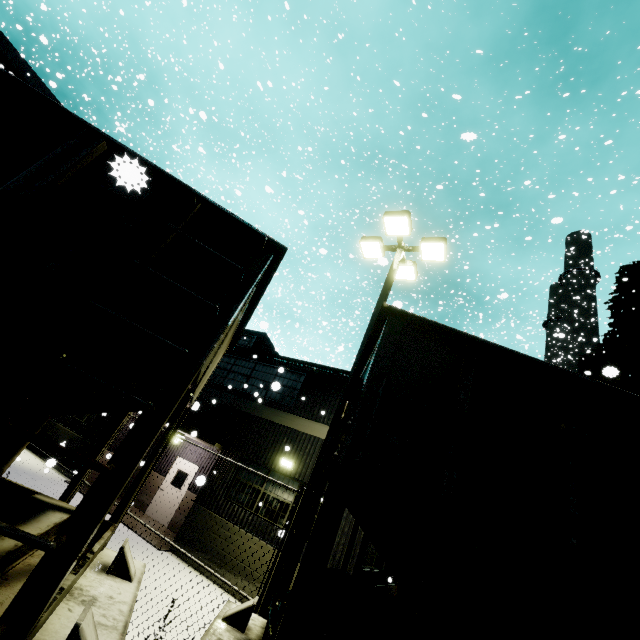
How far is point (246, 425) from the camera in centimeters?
1265cm

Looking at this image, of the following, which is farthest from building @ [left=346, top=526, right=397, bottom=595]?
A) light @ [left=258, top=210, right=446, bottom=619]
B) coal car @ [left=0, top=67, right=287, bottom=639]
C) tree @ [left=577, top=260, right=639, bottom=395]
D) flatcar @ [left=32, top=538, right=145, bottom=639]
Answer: tree @ [left=577, top=260, right=639, bottom=395]

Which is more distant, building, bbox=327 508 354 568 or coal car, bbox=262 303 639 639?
building, bbox=327 508 354 568

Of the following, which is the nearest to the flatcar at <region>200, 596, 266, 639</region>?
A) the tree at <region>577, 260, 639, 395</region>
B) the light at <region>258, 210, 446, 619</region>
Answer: the light at <region>258, 210, 446, 619</region>

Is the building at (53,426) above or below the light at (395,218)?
below

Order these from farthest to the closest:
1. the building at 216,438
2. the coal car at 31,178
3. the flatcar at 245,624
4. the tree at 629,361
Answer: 1. the tree at 629,361
2. the building at 216,438
3. the flatcar at 245,624
4. the coal car at 31,178

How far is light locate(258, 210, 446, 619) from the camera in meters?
5.4 m

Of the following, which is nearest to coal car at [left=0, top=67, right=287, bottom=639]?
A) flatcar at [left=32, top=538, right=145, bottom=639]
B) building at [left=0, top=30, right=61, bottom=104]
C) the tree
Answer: flatcar at [left=32, top=538, right=145, bottom=639]
